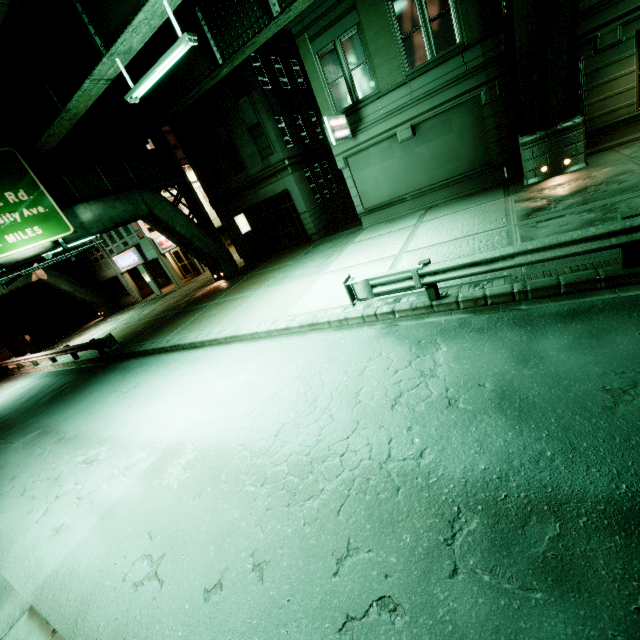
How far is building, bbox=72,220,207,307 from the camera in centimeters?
2653cm

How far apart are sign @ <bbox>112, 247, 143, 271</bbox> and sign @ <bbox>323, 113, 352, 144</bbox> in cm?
2016

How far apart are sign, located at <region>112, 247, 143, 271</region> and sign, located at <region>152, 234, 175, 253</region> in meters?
1.7 m

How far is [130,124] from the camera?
17.9m

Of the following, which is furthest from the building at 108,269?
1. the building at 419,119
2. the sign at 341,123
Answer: the sign at 341,123

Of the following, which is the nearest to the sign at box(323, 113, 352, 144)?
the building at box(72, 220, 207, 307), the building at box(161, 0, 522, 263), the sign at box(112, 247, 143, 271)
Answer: the building at box(161, 0, 522, 263)

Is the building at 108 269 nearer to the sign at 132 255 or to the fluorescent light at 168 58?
the sign at 132 255

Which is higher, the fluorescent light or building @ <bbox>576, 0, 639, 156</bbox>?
the fluorescent light
